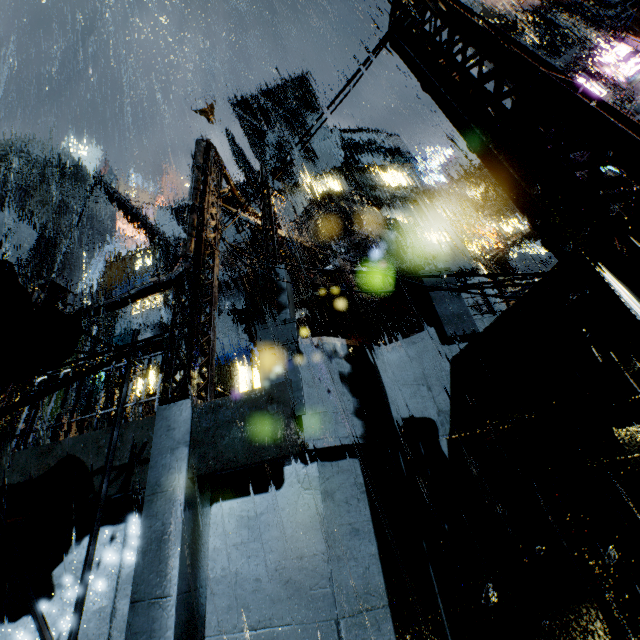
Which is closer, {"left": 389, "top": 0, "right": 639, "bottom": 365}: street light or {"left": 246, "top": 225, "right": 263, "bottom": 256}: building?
{"left": 389, "top": 0, "right": 639, "bottom": 365}: street light

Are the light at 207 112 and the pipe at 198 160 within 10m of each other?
yes

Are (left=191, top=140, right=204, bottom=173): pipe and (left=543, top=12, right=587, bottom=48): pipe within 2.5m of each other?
no

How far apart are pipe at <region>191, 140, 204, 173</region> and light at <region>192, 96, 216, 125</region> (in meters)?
0.60

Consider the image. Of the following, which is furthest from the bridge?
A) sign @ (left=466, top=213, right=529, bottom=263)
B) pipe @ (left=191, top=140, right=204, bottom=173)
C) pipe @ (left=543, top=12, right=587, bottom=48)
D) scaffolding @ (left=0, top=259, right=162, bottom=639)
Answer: pipe @ (left=543, top=12, right=587, bottom=48)

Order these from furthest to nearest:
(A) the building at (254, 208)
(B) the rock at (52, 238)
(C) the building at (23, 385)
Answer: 1. (B) the rock at (52, 238)
2. (A) the building at (254, 208)
3. (C) the building at (23, 385)

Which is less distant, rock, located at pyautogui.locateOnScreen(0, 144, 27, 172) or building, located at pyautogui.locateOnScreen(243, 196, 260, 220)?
building, located at pyautogui.locateOnScreen(243, 196, 260, 220)

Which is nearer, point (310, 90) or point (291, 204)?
point (291, 204)
